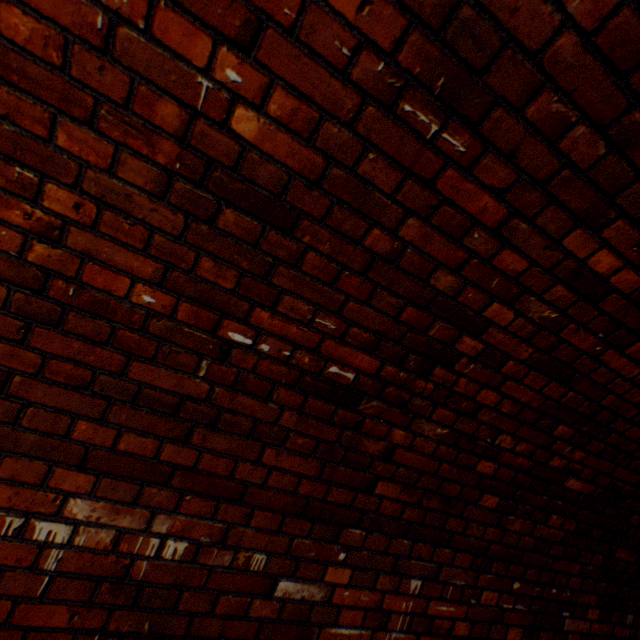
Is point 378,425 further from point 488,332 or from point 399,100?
point 399,100
